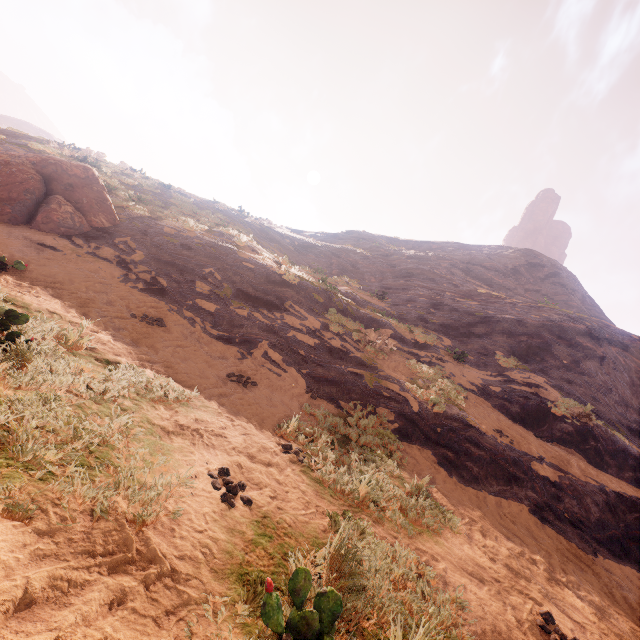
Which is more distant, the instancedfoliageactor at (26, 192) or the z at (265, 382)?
the instancedfoliageactor at (26, 192)

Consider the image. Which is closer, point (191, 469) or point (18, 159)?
point (191, 469)

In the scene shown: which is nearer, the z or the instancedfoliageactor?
the z
